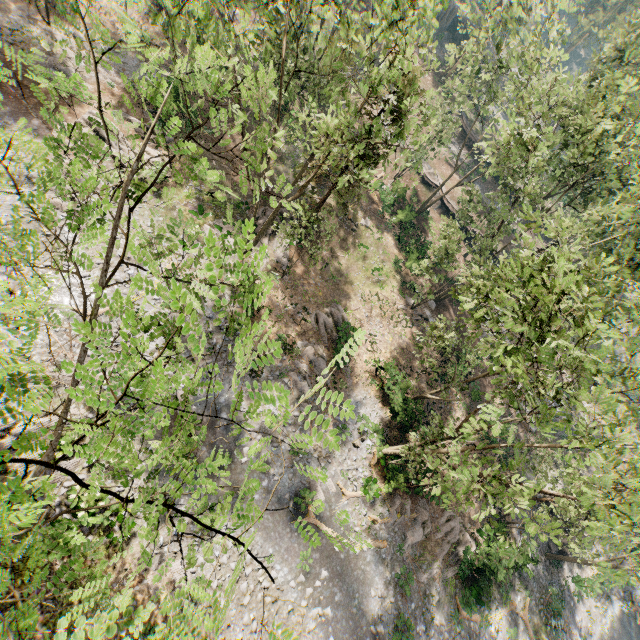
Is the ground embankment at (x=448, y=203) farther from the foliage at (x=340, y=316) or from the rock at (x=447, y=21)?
the rock at (x=447, y=21)

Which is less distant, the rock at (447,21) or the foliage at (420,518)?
the foliage at (420,518)

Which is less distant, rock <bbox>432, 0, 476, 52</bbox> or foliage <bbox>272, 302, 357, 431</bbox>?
foliage <bbox>272, 302, 357, 431</bbox>

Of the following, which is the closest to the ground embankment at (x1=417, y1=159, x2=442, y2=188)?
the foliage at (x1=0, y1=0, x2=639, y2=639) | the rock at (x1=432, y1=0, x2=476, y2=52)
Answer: the foliage at (x1=0, y1=0, x2=639, y2=639)

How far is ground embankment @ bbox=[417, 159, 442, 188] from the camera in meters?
39.9

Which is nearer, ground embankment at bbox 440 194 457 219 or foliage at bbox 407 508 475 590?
foliage at bbox 407 508 475 590

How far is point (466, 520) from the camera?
25.38m
